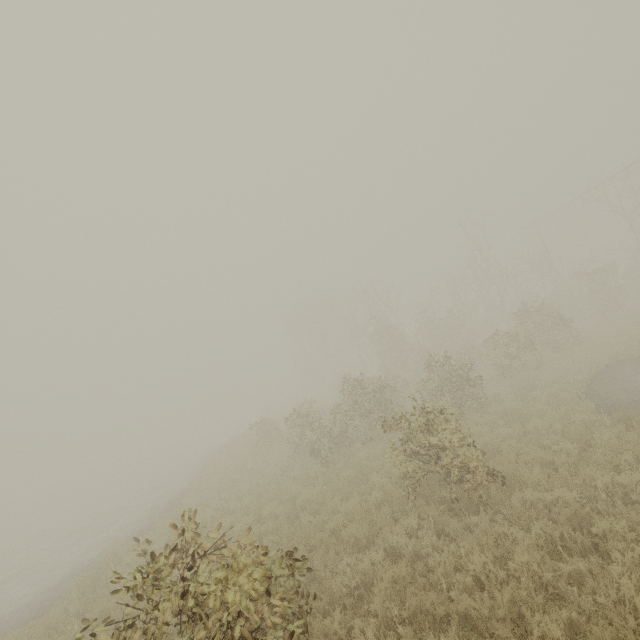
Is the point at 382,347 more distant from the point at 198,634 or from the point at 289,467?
the point at 198,634
